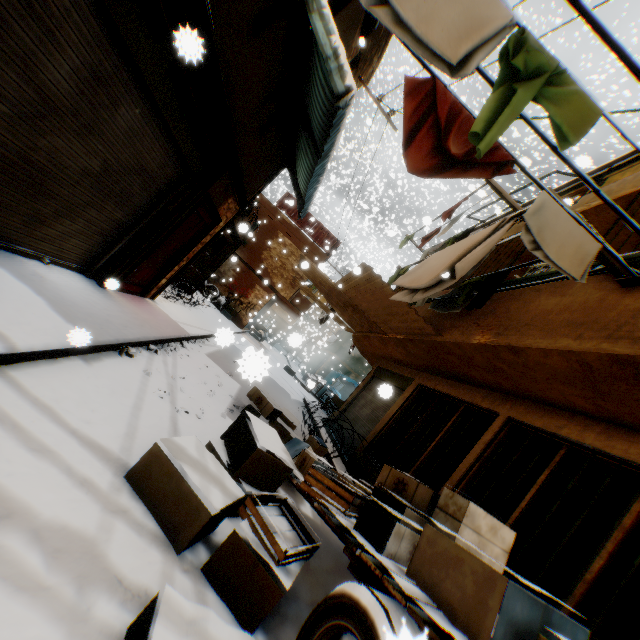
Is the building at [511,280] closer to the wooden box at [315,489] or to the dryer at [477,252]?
the dryer at [477,252]

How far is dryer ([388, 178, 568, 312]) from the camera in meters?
3.9 m

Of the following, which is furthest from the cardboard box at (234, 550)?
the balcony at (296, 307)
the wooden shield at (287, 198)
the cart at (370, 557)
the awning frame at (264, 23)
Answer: the awning frame at (264, 23)

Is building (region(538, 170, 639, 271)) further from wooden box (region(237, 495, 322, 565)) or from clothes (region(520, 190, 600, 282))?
wooden box (region(237, 495, 322, 565))

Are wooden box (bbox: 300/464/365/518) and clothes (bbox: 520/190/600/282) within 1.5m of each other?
no

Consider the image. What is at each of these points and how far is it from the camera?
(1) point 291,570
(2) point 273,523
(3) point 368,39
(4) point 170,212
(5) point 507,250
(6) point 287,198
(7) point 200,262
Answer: (1) cardboard box, 2.4m
(2) wooden box, 2.4m
(3) building, 6.7m
(4) building, 5.6m
(5) building, 6.6m
(6) wooden shield, 20.7m
(7) wooden gate, 12.9m

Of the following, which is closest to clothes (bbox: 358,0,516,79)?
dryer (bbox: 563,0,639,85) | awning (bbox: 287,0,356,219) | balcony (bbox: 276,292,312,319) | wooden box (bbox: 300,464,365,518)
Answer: dryer (bbox: 563,0,639,85)

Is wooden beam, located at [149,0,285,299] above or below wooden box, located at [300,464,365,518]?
above
